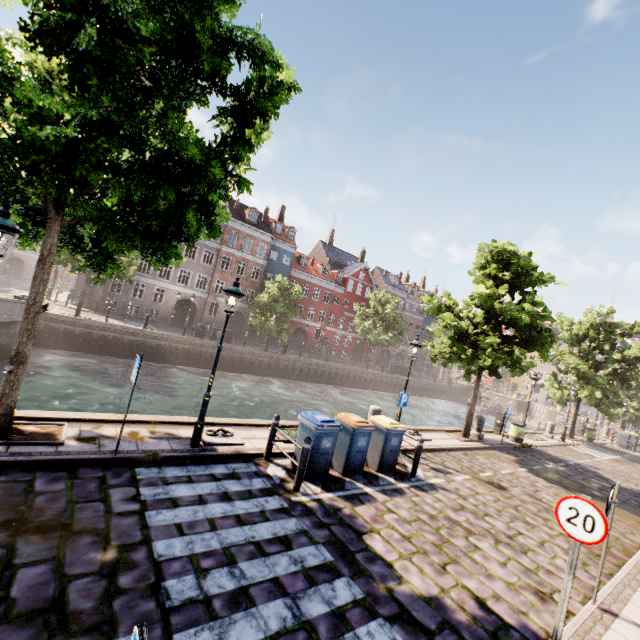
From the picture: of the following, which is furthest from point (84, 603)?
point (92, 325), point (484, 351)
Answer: point (92, 325)

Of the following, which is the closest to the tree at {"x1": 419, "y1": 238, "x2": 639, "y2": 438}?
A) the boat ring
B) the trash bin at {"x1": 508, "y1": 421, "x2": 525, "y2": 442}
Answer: the trash bin at {"x1": 508, "y1": 421, "x2": 525, "y2": 442}

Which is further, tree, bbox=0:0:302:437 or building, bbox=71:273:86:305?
building, bbox=71:273:86:305

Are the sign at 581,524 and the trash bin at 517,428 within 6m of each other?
no

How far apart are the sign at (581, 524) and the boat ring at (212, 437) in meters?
6.3 m

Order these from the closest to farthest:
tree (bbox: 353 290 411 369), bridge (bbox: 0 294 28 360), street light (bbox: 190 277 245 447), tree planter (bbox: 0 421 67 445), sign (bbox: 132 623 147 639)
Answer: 1. sign (bbox: 132 623 147 639)
2. tree planter (bbox: 0 421 67 445)
3. street light (bbox: 190 277 245 447)
4. bridge (bbox: 0 294 28 360)
5. tree (bbox: 353 290 411 369)

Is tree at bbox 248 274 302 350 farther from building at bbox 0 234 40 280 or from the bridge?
building at bbox 0 234 40 280

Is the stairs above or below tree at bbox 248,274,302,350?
below
